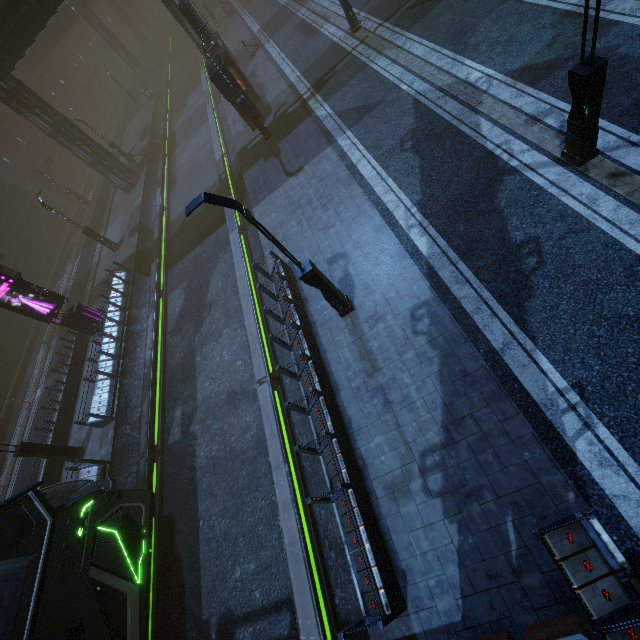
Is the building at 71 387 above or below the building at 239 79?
below

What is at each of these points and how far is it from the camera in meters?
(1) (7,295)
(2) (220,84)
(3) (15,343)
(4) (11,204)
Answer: (1) sign, 16.3
(2) building, 18.0
(3) building, 27.1
(4) building, 33.9

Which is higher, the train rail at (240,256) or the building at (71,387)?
the building at (71,387)

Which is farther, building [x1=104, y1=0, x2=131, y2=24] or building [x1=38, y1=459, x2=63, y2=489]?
building [x1=104, y1=0, x2=131, y2=24]

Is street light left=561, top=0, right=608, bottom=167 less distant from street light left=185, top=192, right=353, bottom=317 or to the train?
street light left=185, top=192, right=353, bottom=317

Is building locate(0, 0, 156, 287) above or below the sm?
above

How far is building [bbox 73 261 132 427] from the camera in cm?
1530

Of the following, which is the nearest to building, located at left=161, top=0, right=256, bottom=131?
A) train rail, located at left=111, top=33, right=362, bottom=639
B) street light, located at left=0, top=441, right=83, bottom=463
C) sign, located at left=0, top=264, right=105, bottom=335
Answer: train rail, located at left=111, top=33, right=362, bottom=639
